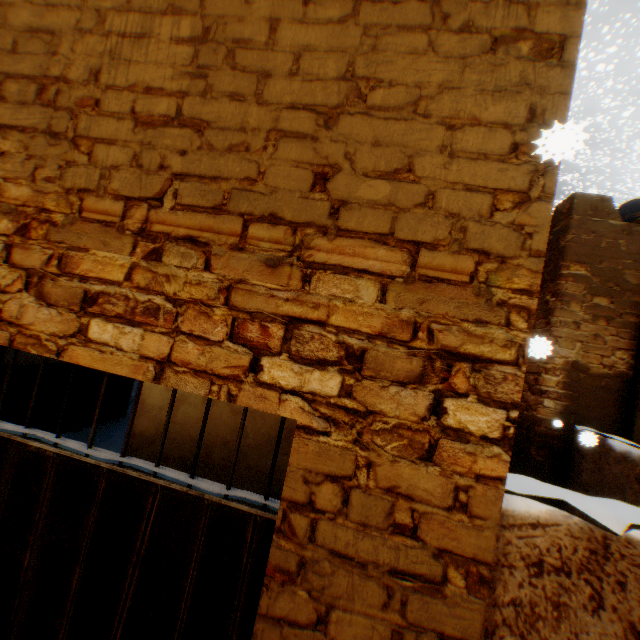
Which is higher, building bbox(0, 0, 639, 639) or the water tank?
the water tank

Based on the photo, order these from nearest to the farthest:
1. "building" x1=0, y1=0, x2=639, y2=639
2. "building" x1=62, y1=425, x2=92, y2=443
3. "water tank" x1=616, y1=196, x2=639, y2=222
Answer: "building" x1=0, y1=0, x2=639, y2=639 → "building" x1=62, y1=425, x2=92, y2=443 → "water tank" x1=616, y1=196, x2=639, y2=222

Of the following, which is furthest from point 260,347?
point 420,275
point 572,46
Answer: point 572,46

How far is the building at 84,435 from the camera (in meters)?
7.08

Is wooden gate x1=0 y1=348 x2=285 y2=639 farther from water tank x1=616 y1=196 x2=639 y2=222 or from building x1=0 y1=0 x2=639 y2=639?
water tank x1=616 y1=196 x2=639 y2=222

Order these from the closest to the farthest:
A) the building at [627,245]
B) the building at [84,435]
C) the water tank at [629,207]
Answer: the building at [627,245] → the building at [84,435] → the water tank at [629,207]

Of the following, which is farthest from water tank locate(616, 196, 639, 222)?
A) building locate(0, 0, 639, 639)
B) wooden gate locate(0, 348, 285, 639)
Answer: wooden gate locate(0, 348, 285, 639)
